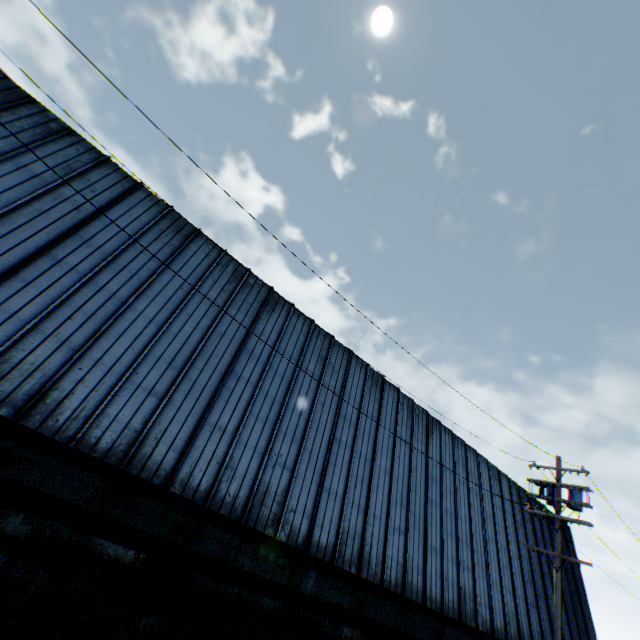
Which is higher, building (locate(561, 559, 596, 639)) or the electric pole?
the electric pole

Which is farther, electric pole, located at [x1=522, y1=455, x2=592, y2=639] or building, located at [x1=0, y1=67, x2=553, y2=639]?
electric pole, located at [x1=522, y1=455, x2=592, y2=639]

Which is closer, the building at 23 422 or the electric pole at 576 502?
the building at 23 422

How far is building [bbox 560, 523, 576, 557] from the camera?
25.72m

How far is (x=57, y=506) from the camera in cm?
832

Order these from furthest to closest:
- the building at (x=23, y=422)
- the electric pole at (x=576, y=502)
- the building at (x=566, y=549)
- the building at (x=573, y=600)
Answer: the building at (x=566, y=549) → the building at (x=573, y=600) → the electric pole at (x=576, y=502) → the building at (x=23, y=422)

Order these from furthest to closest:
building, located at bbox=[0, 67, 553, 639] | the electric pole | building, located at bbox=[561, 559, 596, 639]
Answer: building, located at bbox=[561, 559, 596, 639], the electric pole, building, located at bbox=[0, 67, 553, 639]
